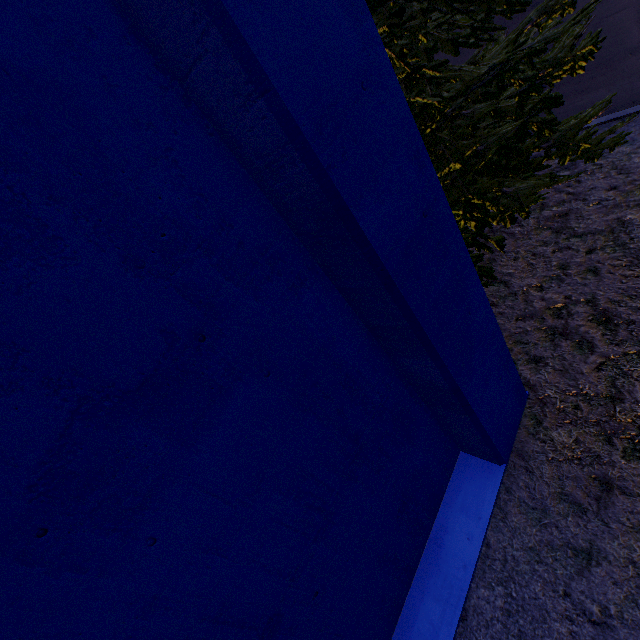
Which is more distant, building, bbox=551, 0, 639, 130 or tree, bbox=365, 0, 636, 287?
building, bbox=551, 0, 639, 130

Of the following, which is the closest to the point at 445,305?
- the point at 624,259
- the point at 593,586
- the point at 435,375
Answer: the point at 435,375

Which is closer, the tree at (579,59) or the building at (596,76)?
the tree at (579,59)

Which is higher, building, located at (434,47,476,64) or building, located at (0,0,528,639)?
building, located at (434,47,476,64)

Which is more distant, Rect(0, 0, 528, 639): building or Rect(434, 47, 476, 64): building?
Rect(434, 47, 476, 64): building

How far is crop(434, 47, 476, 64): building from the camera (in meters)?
6.92

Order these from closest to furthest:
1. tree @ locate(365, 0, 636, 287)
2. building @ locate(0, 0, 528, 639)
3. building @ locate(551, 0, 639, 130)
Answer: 1. building @ locate(0, 0, 528, 639)
2. tree @ locate(365, 0, 636, 287)
3. building @ locate(551, 0, 639, 130)
